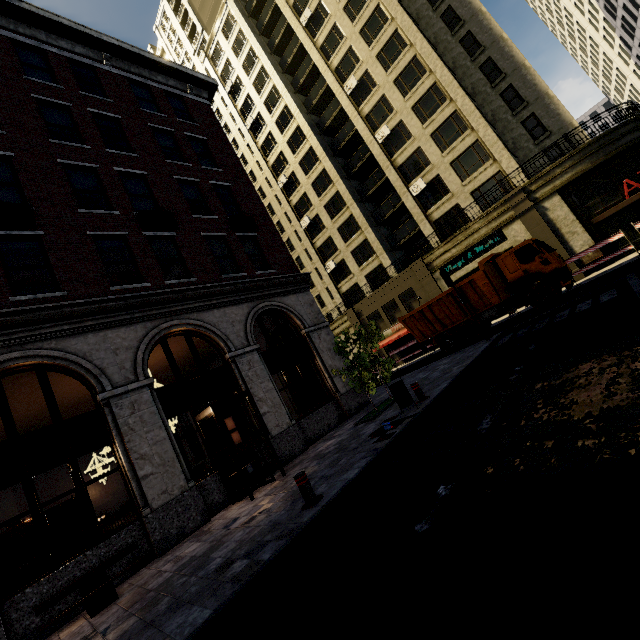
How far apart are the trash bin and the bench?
6.92m

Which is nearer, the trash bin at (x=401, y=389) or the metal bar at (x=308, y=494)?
the metal bar at (x=308, y=494)

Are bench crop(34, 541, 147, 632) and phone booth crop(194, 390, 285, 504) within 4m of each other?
yes

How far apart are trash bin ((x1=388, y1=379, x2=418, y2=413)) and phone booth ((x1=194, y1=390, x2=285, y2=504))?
3.8 meters

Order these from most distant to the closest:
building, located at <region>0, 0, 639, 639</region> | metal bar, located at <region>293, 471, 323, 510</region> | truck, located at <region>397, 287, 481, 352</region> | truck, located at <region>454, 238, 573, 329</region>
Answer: truck, located at <region>397, 287, 481, 352</region>, truck, located at <region>454, 238, 573, 329</region>, building, located at <region>0, 0, 639, 639</region>, metal bar, located at <region>293, 471, 323, 510</region>

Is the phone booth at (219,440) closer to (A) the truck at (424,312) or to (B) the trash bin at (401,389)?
(B) the trash bin at (401,389)

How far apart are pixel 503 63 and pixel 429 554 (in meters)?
34.44

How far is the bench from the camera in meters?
6.0
